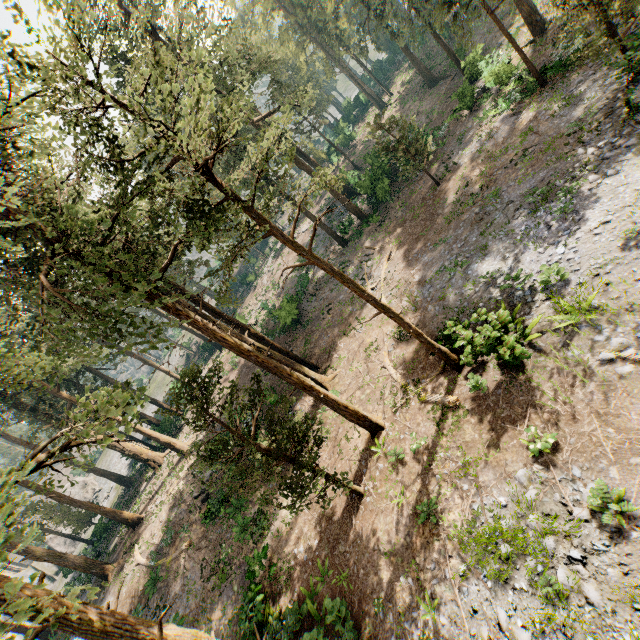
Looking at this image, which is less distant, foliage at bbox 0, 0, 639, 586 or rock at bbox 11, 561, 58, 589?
foliage at bbox 0, 0, 639, 586

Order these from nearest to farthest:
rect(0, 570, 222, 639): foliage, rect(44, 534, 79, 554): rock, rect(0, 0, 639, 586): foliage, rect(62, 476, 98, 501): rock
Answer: rect(0, 570, 222, 639): foliage → rect(0, 0, 639, 586): foliage → rect(44, 534, 79, 554): rock → rect(62, 476, 98, 501): rock

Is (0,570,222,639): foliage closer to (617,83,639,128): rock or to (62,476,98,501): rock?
(62,476,98,501): rock

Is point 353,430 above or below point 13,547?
below

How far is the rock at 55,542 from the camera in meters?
47.2 m

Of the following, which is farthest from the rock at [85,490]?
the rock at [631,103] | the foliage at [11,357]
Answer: the rock at [631,103]
